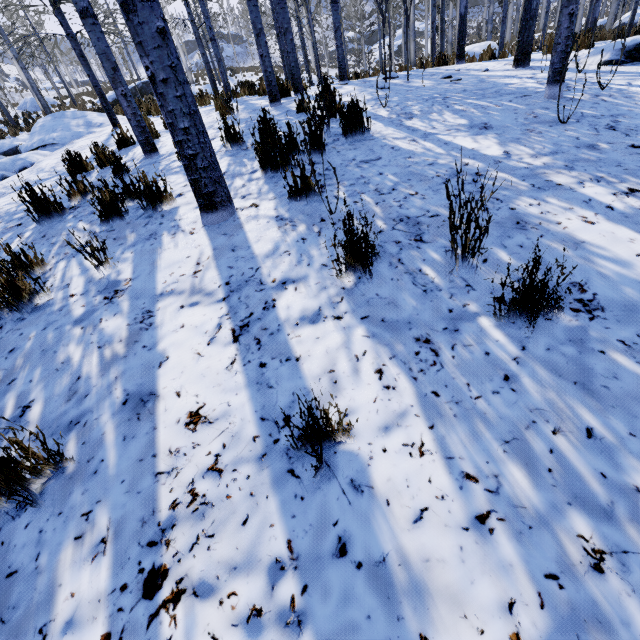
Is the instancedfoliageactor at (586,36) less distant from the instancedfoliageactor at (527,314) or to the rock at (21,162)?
the instancedfoliageactor at (527,314)

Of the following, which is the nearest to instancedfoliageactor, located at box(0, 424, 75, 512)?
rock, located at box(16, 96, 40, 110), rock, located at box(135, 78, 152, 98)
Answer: rock, located at box(135, 78, 152, 98)

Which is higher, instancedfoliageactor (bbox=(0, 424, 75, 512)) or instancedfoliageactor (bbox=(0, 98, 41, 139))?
instancedfoliageactor (bbox=(0, 98, 41, 139))

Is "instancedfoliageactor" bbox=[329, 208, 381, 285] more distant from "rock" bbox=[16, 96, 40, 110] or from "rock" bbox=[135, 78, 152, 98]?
"rock" bbox=[16, 96, 40, 110]

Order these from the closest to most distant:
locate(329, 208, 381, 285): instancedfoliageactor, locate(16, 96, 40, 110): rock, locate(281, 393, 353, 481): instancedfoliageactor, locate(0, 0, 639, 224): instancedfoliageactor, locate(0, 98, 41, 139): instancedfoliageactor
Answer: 1. locate(281, 393, 353, 481): instancedfoliageactor
2. locate(329, 208, 381, 285): instancedfoliageactor
3. locate(0, 0, 639, 224): instancedfoliageactor
4. locate(0, 98, 41, 139): instancedfoliageactor
5. locate(16, 96, 40, 110): rock

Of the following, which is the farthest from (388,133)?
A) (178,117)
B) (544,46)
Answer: (544,46)

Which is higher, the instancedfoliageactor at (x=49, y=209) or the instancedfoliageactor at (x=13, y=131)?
the instancedfoliageactor at (x=13, y=131)

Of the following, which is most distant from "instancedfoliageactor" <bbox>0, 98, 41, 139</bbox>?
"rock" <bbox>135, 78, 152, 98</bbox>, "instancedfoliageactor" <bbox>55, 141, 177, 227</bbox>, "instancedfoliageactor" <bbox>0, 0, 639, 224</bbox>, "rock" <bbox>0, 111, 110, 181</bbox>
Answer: "instancedfoliageactor" <bbox>0, 0, 639, 224</bbox>
